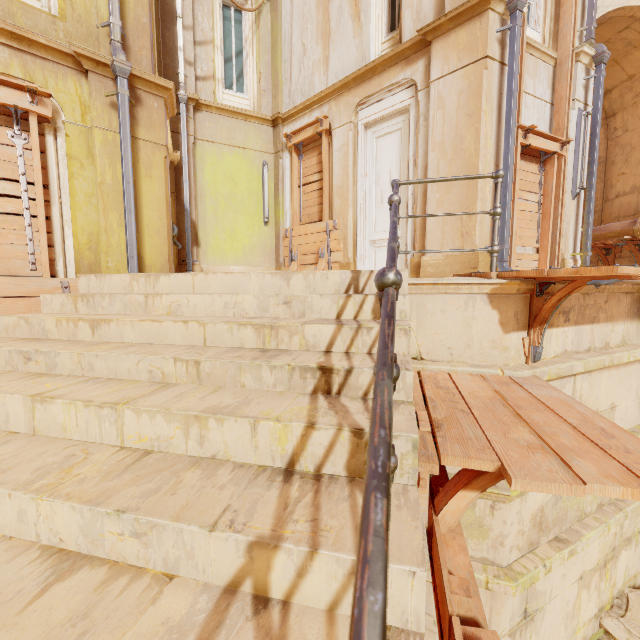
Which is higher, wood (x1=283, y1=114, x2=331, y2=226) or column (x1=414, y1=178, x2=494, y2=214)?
wood (x1=283, y1=114, x2=331, y2=226)

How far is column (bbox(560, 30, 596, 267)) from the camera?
6.53m

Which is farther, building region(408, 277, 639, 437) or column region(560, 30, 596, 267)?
column region(560, 30, 596, 267)

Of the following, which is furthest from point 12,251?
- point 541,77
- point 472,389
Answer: point 541,77

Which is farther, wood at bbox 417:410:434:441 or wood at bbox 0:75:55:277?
wood at bbox 0:75:55:277

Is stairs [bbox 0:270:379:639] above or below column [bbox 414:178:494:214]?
below

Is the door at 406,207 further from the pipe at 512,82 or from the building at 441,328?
the building at 441,328

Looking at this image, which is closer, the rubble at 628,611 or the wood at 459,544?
the wood at 459,544
